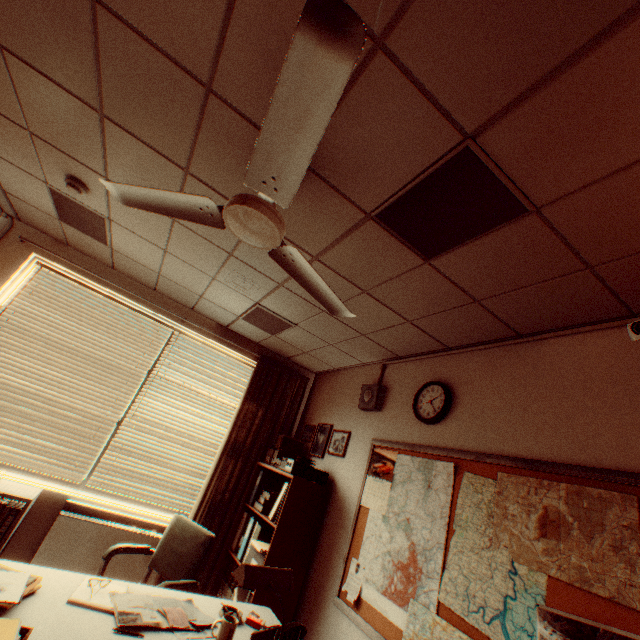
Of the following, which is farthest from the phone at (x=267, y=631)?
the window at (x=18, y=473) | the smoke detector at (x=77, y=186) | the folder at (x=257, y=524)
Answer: the smoke detector at (x=77, y=186)

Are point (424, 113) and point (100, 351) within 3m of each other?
no

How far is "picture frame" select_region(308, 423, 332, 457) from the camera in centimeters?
411cm

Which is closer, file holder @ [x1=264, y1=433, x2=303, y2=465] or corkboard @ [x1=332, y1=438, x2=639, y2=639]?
corkboard @ [x1=332, y1=438, x2=639, y2=639]

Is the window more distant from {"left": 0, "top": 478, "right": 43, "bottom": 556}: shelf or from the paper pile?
the paper pile

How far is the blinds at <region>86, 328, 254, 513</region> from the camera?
3.9m

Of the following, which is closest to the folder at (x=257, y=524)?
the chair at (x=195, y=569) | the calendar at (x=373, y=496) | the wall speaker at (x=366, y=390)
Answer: the chair at (x=195, y=569)

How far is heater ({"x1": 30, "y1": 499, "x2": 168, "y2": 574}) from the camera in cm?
319
